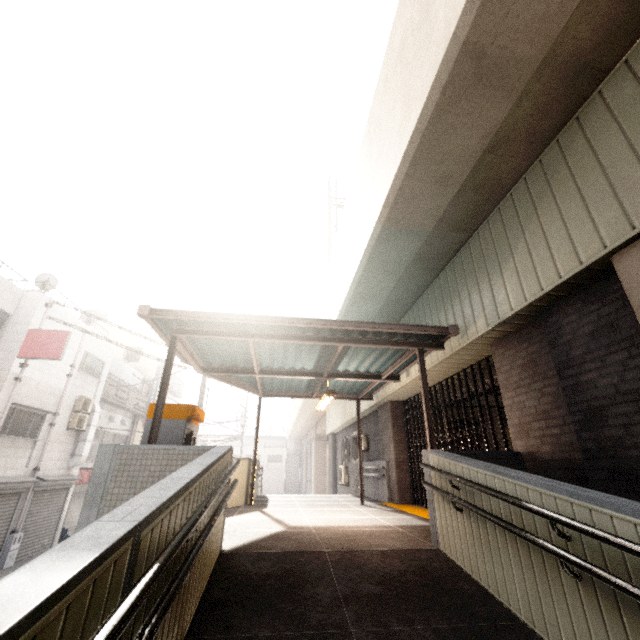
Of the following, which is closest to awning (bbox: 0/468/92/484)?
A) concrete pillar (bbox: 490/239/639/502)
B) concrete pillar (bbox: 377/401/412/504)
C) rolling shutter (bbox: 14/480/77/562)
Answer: rolling shutter (bbox: 14/480/77/562)

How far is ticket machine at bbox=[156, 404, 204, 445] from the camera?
5.1 meters

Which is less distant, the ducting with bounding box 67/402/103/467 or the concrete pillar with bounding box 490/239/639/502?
the concrete pillar with bounding box 490/239/639/502

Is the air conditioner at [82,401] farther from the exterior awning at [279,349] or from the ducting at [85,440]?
the exterior awning at [279,349]

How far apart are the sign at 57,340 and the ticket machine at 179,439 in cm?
794

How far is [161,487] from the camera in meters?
2.1 m

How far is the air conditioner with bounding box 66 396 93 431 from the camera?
13.79m

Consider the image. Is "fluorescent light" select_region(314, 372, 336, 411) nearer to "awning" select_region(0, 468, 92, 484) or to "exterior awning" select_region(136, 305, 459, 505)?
"exterior awning" select_region(136, 305, 459, 505)
